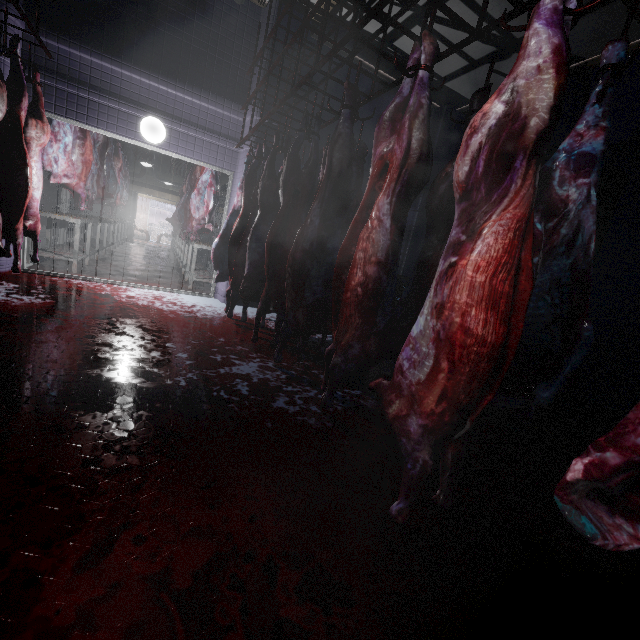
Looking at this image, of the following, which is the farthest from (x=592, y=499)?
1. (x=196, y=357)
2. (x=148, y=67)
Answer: (x=148, y=67)

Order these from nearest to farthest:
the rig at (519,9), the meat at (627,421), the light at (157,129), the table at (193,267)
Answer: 1. the meat at (627,421)
2. the rig at (519,9)
3. the light at (157,129)
4. the table at (193,267)

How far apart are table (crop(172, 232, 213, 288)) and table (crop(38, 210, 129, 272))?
1.6 meters

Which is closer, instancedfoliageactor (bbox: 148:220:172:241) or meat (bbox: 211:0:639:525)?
meat (bbox: 211:0:639:525)

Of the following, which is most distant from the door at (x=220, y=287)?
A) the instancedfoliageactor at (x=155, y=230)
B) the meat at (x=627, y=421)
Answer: the instancedfoliageactor at (x=155, y=230)

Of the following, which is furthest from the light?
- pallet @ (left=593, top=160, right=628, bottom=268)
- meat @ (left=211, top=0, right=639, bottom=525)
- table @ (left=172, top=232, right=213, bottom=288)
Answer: pallet @ (left=593, top=160, right=628, bottom=268)

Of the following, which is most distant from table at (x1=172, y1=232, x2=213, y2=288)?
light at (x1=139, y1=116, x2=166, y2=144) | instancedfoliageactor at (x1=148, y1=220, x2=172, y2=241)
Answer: instancedfoliageactor at (x1=148, y1=220, x2=172, y2=241)

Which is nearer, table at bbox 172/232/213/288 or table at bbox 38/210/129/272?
table at bbox 38/210/129/272
